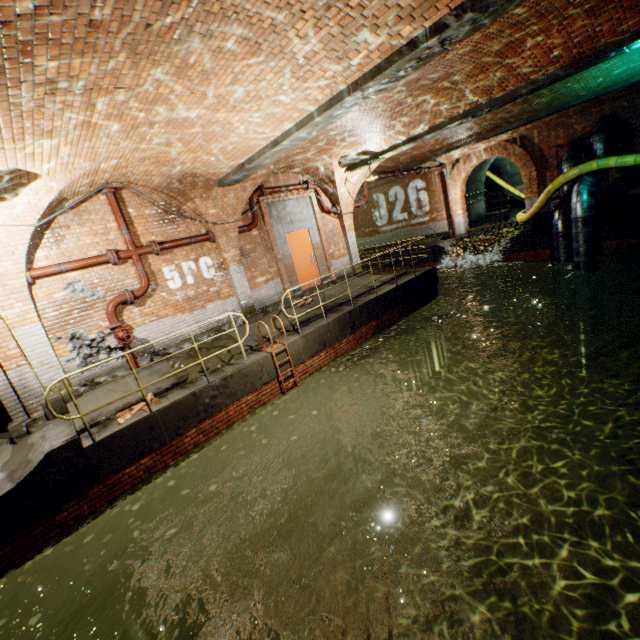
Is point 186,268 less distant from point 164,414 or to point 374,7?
point 164,414

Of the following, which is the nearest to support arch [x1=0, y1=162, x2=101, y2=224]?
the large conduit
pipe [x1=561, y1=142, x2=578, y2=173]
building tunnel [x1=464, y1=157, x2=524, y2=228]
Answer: the large conduit

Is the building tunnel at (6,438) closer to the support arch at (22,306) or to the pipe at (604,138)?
the support arch at (22,306)

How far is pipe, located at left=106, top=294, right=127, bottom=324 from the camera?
7.6 meters

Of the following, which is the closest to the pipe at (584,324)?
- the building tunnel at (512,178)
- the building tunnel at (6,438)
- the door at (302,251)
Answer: the building tunnel at (512,178)

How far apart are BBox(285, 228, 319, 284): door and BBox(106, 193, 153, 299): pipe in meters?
4.3

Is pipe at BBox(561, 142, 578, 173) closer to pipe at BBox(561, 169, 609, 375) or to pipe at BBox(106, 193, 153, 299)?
pipe at BBox(561, 169, 609, 375)

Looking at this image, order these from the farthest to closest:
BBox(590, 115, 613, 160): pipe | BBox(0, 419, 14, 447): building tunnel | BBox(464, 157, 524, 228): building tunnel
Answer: BBox(464, 157, 524, 228): building tunnel → BBox(590, 115, 613, 160): pipe → BBox(0, 419, 14, 447): building tunnel
